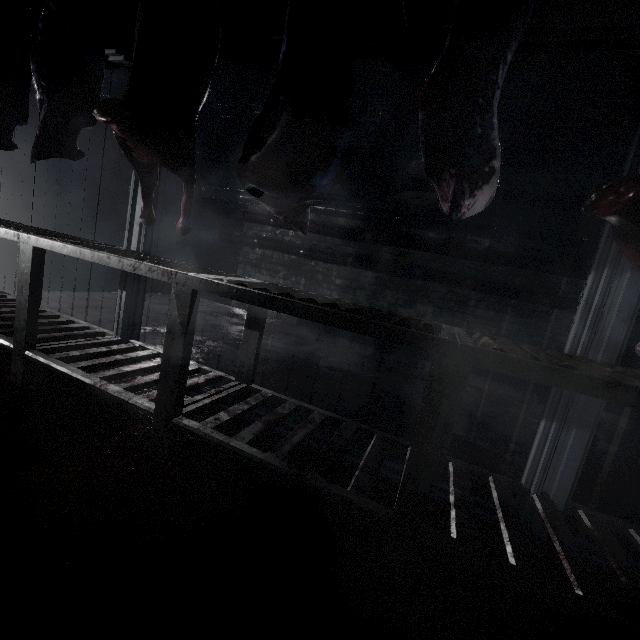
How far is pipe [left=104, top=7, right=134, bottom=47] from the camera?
3.60m

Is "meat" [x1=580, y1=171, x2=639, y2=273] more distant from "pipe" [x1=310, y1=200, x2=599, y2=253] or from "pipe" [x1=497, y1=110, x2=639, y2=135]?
"pipe" [x1=310, y1=200, x2=599, y2=253]

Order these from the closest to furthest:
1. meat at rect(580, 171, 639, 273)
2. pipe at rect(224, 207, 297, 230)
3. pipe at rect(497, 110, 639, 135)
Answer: meat at rect(580, 171, 639, 273) → pipe at rect(497, 110, 639, 135) → pipe at rect(224, 207, 297, 230)

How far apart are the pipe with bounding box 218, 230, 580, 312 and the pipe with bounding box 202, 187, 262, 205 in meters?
0.1

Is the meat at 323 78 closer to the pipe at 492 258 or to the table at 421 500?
the table at 421 500

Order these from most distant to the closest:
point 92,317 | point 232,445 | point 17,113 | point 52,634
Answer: point 92,317 → point 17,113 → point 232,445 → point 52,634

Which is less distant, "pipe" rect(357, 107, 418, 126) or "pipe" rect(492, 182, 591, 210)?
"pipe" rect(492, 182, 591, 210)

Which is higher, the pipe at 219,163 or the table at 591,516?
the pipe at 219,163
